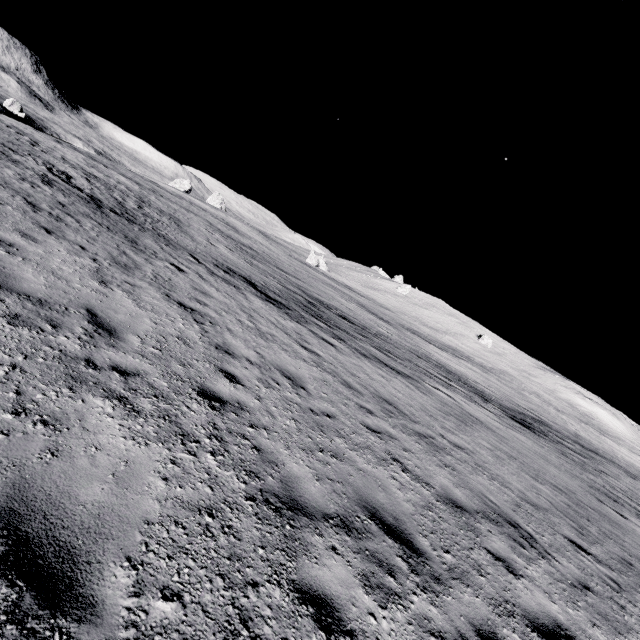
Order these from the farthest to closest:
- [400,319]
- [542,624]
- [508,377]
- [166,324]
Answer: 1. [400,319]
2. [508,377]
3. [166,324]
4. [542,624]
